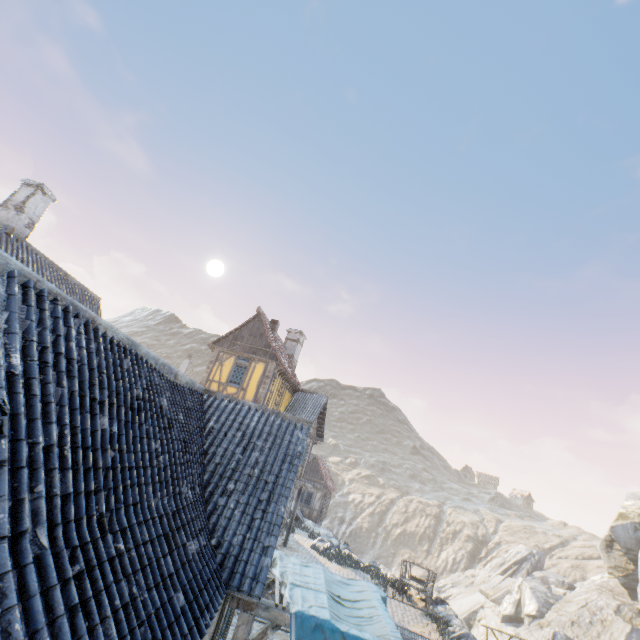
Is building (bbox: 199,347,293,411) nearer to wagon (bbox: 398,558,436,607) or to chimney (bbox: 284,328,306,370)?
chimney (bbox: 284,328,306,370)

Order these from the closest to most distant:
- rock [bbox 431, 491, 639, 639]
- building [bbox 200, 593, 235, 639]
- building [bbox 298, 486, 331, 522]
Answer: building [bbox 200, 593, 235, 639]
rock [bbox 431, 491, 639, 639]
building [bbox 298, 486, 331, 522]

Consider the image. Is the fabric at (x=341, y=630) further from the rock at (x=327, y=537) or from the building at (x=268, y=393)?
the building at (x=268, y=393)

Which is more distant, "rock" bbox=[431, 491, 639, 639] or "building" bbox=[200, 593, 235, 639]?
"rock" bbox=[431, 491, 639, 639]

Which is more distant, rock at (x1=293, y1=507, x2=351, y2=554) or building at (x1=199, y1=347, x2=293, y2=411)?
rock at (x1=293, y1=507, x2=351, y2=554)

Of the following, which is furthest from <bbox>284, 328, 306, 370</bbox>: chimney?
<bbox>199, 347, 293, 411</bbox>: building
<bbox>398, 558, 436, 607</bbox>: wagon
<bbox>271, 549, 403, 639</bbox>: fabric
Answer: <bbox>271, 549, 403, 639</bbox>: fabric

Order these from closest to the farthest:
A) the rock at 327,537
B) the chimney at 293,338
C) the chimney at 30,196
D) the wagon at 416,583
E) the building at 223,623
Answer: the building at 223,623 < the chimney at 30,196 < the wagon at 416,583 < the rock at 327,537 < the chimney at 293,338

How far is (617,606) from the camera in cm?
2836
